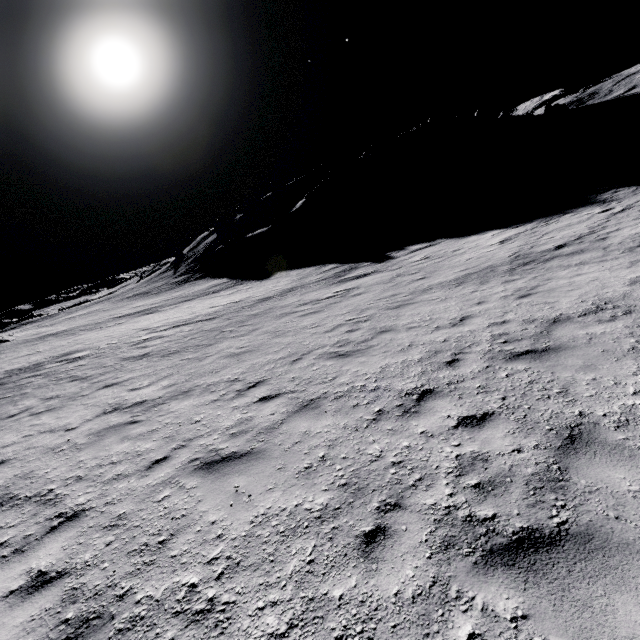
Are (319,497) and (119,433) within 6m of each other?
yes
